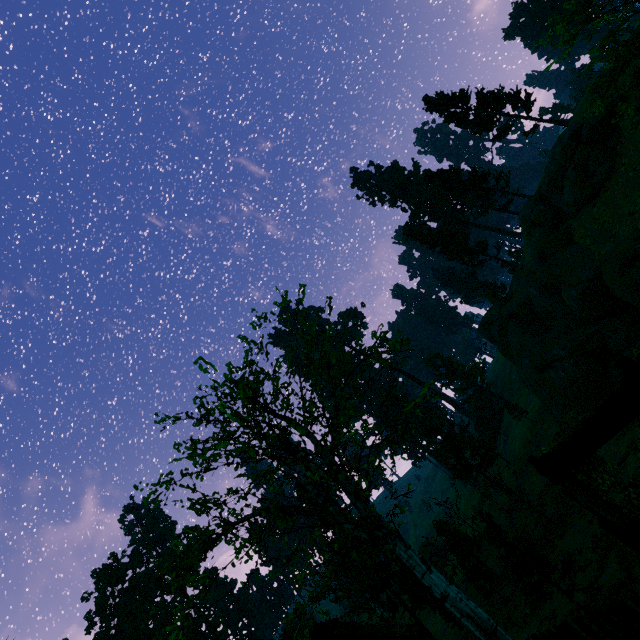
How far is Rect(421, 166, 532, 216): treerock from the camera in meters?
41.8

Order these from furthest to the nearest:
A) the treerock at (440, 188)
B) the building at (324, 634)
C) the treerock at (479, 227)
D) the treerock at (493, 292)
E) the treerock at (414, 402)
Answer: the treerock at (479, 227) → the treerock at (493, 292) → the treerock at (440, 188) → the building at (324, 634) → the treerock at (414, 402)

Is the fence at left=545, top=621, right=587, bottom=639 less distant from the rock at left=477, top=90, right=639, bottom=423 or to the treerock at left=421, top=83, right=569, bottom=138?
the treerock at left=421, top=83, right=569, bottom=138

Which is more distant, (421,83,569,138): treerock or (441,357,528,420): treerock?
(441,357,528,420): treerock

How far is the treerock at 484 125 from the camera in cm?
3277

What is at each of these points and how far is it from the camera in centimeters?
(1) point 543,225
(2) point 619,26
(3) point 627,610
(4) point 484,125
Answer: (1) rock, 3142cm
(2) treerock, 1077cm
(3) fence, 646cm
(4) treerock, 3497cm
